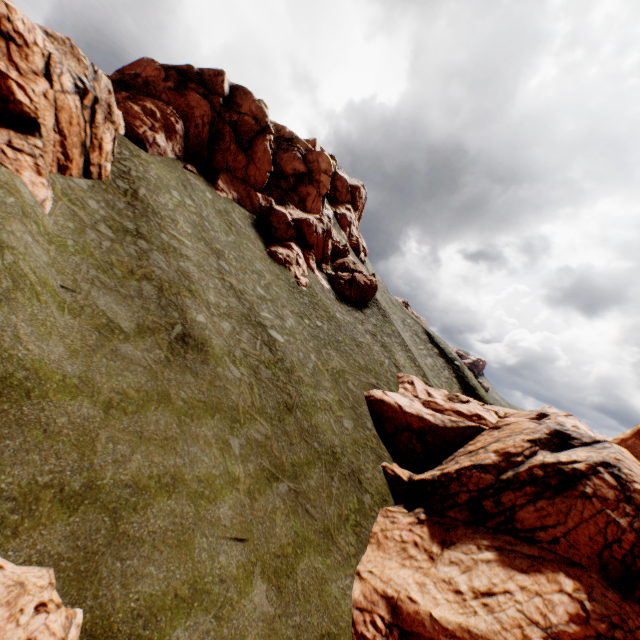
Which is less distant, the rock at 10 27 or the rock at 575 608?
the rock at 575 608

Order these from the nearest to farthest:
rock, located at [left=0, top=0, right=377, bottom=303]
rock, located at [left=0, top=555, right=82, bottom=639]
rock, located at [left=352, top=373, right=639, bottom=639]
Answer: rock, located at [left=0, top=555, right=82, bottom=639]
rock, located at [left=352, top=373, right=639, bottom=639]
rock, located at [left=0, top=0, right=377, bottom=303]

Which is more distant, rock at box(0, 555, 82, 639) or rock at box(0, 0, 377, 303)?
rock at box(0, 0, 377, 303)

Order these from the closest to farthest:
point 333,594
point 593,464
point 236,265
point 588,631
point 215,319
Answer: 1. point 588,631
2. point 333,594
3. point 593,464
4. point 215,319
5. point 236,265

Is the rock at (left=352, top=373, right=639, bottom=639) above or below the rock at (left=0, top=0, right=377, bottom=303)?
below
